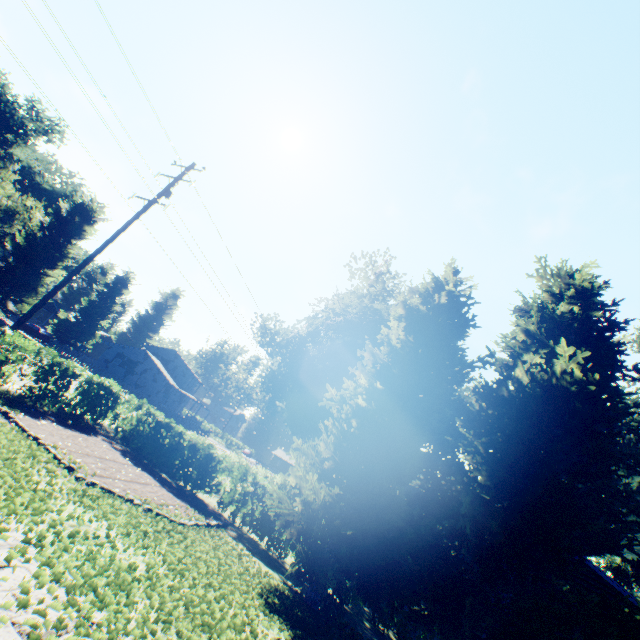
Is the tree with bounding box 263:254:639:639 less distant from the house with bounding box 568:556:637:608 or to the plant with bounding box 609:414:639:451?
the plant with bounding box 609:414:639:451

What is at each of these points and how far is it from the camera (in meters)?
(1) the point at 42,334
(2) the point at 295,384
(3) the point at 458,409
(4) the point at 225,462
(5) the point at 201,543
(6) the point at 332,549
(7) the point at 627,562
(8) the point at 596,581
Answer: (1) car, 43.03
(2) plant, 24.73
(3) plant, 30.17
(4) hedge, 13.59
(5) plant, 8.11
(6) tree, 9.01
(7) plant, 22.61
(8) house, 14.05

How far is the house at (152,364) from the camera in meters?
49.0 m

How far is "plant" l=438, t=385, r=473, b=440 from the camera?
30.8 meters

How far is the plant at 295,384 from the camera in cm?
2555

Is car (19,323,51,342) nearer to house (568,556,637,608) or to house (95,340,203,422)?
house (95,340,203,422)
